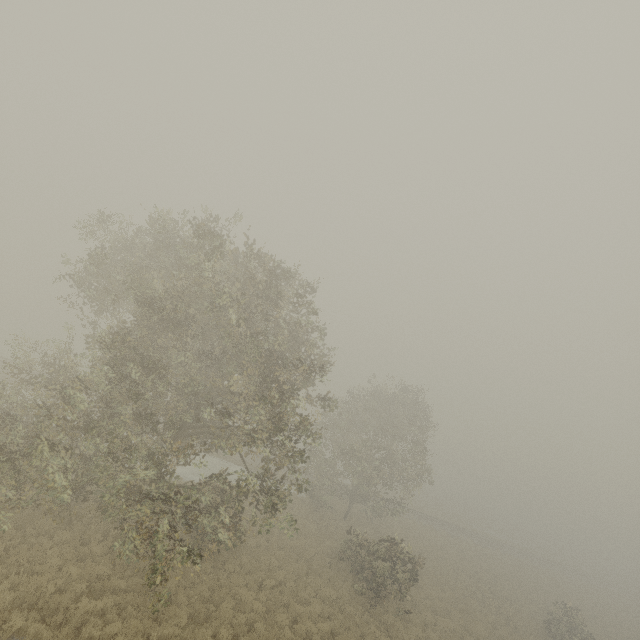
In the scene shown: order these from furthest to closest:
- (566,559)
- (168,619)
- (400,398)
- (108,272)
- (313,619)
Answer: (566,559), (400,398), (108,272), (313,619), (168,619)
